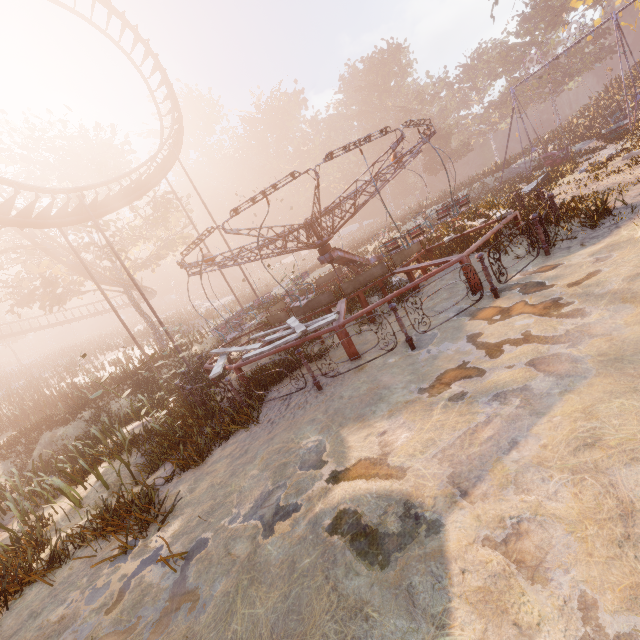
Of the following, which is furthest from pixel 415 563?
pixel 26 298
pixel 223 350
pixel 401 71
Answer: pixel 401 71

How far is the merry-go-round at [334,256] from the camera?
6.91m

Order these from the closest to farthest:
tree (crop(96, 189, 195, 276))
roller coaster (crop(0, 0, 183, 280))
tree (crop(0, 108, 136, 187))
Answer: roller coaster (crop(0, 0, 183, 280))
tree (crop(0, 108, 136, 187))
tree (crop(96, 189, 195, 276))

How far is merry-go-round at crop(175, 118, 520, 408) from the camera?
6.9m

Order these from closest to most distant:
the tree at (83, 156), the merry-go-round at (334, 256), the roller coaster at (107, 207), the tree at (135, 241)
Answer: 1. the merry-go-round at (334, 256)
2. the roller coaster at (107, 207)
3. the tree at (83, 156)
4. the tree at (135, 241)

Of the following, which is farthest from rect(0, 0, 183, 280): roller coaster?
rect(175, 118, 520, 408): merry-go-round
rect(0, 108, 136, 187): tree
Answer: rect(175, 118, 520, 408): merry-go-round

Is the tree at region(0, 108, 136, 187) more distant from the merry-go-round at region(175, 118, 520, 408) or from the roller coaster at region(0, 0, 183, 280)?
the merry-go-round at region(175, 118, 520, 408)
